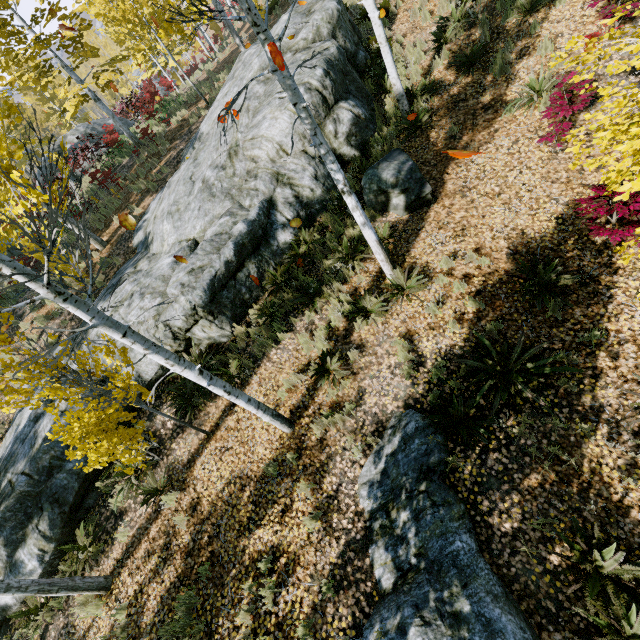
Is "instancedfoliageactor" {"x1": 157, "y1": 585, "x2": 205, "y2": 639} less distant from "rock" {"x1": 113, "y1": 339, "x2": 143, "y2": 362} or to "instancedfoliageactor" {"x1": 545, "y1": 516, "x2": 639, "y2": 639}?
"rock" {"x1": 113, "y1": 339, "x2": 143, "y2": 362}

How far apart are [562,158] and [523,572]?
7.5 meters

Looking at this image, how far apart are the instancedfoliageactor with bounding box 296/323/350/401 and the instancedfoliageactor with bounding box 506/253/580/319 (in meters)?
3.51

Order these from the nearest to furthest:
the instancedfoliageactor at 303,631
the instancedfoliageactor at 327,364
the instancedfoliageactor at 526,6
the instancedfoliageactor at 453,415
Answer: the instancedfoliageactor at 303,631 < the instancedfoliageactor at 453,415 < the instancedfoliageactor at 327,364 < the instancedfoliageactor at 526,6

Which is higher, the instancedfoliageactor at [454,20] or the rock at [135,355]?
the rock at [135,355]

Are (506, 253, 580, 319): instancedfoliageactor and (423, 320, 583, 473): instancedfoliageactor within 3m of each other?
yes

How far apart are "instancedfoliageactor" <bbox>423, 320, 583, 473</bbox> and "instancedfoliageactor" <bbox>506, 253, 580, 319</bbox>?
0.9m
